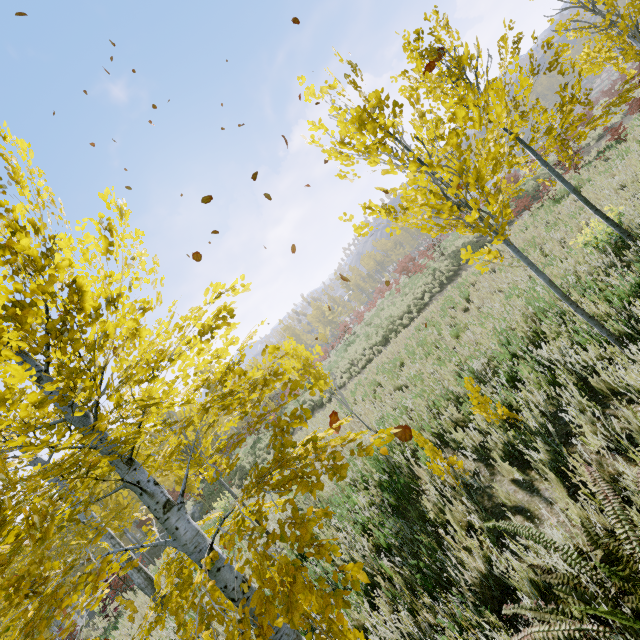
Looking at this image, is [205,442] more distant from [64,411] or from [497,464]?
[497,464]

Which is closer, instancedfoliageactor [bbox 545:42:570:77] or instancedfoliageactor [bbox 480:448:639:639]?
instancedfoliageactor [bbox 480:448:639:639]

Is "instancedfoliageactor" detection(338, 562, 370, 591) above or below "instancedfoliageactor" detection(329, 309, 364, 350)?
below

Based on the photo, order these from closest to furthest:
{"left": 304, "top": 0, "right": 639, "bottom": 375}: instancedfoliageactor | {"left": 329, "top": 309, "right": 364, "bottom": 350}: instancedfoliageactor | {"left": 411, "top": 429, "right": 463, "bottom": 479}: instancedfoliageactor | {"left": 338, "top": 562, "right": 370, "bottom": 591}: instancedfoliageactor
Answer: {"left": 338, "top": 562, "right": 370, "bottom": 591}: instancedfoliageactor
{"left": 304, "top": 0, "right": 639, "bottom": 375}: instancedfoliageactor
{"left": 411, "top": 429, "right": 463, "bottom": 479}: instancedfoliageactor
{"left": 329, "top": 309, "right": 364, "bottom": 350}: instancedfoliageactor

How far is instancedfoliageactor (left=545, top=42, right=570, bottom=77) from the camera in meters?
4.0

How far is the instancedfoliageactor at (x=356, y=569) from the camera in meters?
1.5

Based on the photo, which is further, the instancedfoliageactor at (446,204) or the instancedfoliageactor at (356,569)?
the instancedfoliageactor at (446,204)

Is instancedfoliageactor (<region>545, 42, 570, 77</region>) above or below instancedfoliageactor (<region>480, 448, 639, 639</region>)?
above
